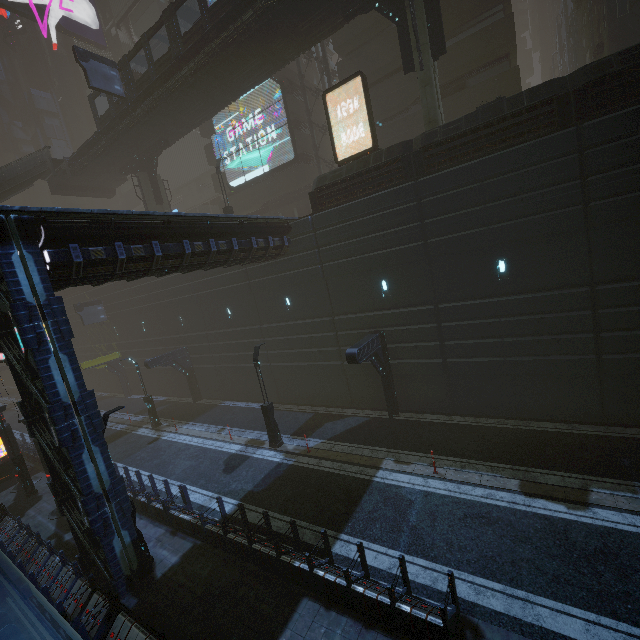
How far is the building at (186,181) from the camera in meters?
35.4 m

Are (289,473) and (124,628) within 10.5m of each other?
yes

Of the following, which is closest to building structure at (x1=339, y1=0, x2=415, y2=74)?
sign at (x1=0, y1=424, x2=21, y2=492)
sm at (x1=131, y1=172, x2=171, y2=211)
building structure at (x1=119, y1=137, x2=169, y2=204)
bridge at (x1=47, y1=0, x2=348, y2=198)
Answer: bridge at (x1=47, y1=0, x2=348, y2=198)

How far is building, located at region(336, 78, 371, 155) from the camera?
25.7m

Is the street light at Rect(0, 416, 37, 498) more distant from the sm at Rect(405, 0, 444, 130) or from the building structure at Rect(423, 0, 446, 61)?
the building structure at Rect(423, 0, 446, 61)

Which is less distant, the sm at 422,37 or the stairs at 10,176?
the sm at 422,37

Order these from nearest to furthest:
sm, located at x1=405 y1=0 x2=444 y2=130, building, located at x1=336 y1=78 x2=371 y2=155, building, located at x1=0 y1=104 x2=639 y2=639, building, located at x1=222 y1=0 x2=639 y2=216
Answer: building, located at x1=0 y1=104 x2=639 y2=639, building, located at x1=222 y1=0 x2=639 y2=216, sm, located at x1=405 y1=0 x2=444 y2=130, building, located at x1=336 y1=78 x2=371 y2=155
